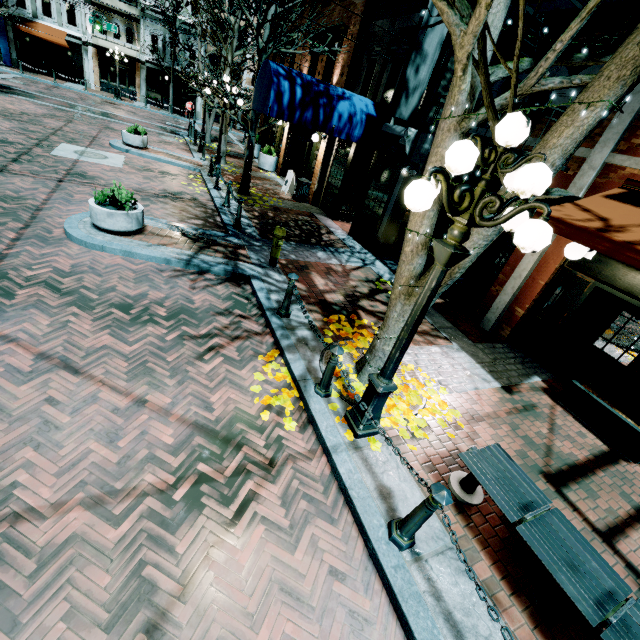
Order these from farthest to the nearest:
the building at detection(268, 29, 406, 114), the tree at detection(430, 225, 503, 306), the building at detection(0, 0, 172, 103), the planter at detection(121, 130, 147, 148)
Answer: the building at detection(0, 0, 172, 103) < the planter at detection(121, 130, 147, 148) < the building at detection(268, 29, 406, 114) < the tree at detection(430, 225, 503, 306)

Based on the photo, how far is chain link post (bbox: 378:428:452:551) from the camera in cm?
282

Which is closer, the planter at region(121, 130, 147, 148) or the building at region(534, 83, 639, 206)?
the building at region(534, 83, 639, 206)

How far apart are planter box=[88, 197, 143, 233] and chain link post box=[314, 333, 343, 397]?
5.12m

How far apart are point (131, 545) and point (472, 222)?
4.0m

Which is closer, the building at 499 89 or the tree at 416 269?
the tree at 416 269

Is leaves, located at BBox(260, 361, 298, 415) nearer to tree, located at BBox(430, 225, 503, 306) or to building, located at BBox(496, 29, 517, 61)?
tree, located at BBox(430, 225, 503, 306)

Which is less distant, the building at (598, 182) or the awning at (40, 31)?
the building at (598, 182)
